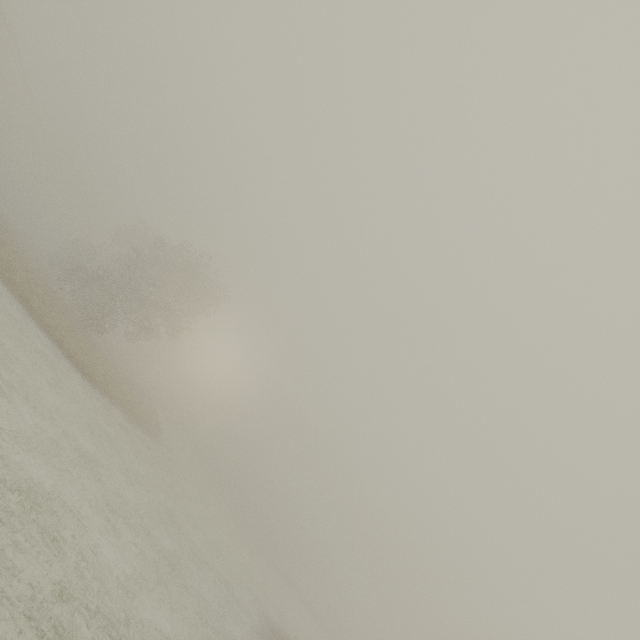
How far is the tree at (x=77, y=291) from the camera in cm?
2928

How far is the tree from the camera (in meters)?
29.28

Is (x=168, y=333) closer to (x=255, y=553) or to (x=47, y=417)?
(x=47, y=417)
